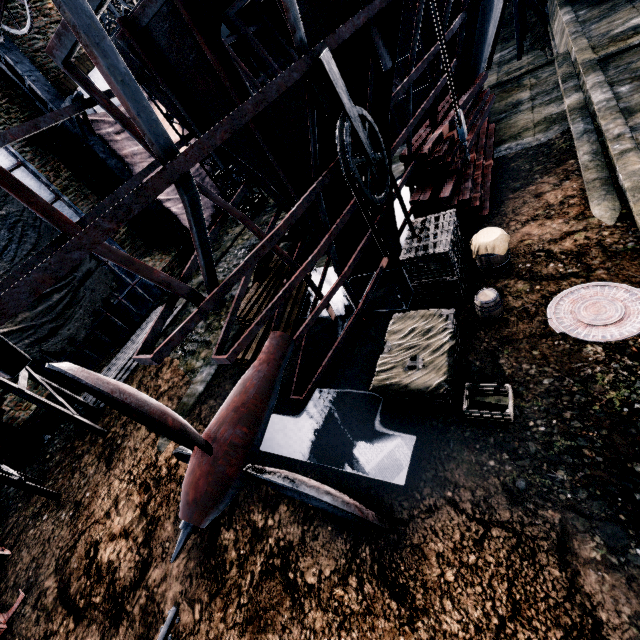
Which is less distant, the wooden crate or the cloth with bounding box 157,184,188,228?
the wooden crate

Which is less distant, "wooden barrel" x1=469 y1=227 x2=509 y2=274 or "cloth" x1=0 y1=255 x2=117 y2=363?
"wooden barrel" x1=469 y1=227 x2=509 y2=274

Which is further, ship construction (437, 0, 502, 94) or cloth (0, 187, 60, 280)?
cloth (0, 187, 60, 280)

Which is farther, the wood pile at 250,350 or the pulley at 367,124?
the wood pile at 250,350

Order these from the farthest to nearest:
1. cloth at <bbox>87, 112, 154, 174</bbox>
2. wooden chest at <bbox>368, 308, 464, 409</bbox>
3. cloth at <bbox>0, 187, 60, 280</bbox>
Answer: cloth at <bbox>87, 112, 154, 174</bbox> < cloth at <bbox>0, 187, 60, 280</bbox> < wooden chest at <bbox>368, 308, 464, 409</bbox>

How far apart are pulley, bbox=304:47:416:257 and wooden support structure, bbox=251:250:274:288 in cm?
471

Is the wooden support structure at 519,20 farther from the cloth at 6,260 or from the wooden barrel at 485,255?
the cloth at 6,260

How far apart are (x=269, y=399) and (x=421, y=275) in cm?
510
